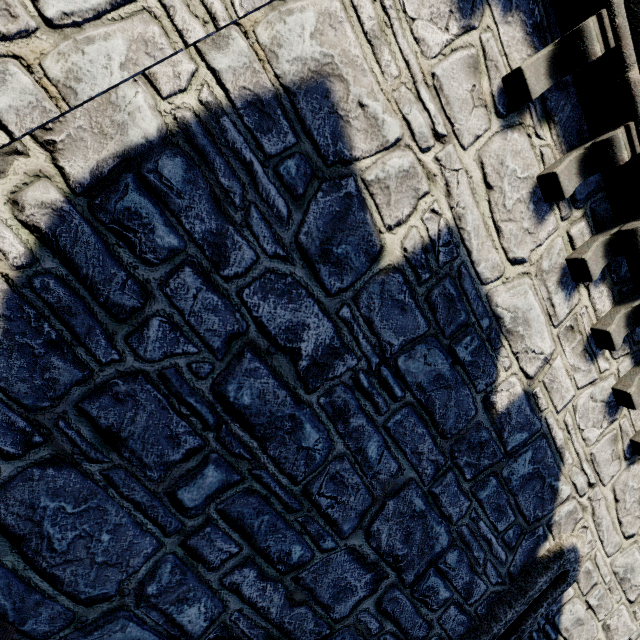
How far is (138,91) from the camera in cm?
220
